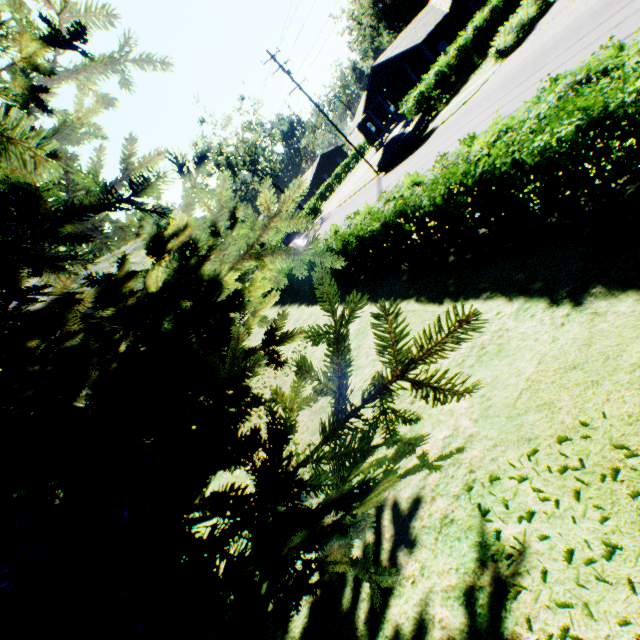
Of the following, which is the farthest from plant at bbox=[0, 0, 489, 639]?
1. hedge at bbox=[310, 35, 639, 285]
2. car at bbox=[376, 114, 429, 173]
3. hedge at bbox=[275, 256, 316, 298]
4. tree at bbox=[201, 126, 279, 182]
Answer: tree at bbox=[201, 126, 279, 182]

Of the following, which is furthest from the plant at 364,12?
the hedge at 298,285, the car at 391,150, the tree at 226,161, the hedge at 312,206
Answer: the tree at 226,161

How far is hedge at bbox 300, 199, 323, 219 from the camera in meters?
48.2 m

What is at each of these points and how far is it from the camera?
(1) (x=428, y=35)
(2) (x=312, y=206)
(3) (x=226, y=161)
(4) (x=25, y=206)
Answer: (1) house, 27.86m
(2) hedge, 48.03m
(3) tree, 49.47m
(4) plant, 1.87m

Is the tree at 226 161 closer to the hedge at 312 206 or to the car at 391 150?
the hedge at 312 206

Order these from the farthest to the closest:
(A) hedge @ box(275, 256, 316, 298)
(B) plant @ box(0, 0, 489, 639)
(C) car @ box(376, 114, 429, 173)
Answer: (C) car @ box(376, 114, 429, 173)
(A) hedge @ box(275, 256, 316, 298)
(B) plant @ box(0, 0, 489, 639)

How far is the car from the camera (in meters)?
20.20

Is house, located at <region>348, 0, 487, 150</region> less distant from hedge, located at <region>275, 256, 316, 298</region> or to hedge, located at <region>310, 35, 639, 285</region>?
hedge, located at <region>275, 256, 316, 298</region>
